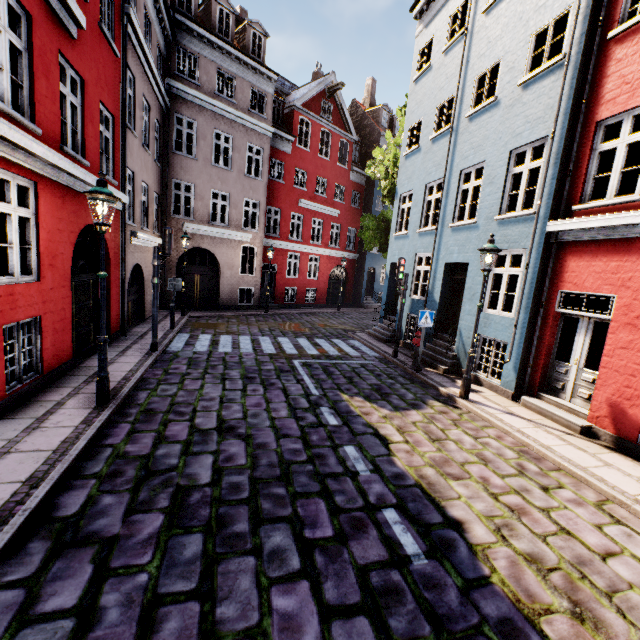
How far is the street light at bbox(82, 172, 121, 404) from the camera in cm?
519

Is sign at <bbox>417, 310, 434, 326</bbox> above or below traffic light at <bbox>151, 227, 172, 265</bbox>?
below

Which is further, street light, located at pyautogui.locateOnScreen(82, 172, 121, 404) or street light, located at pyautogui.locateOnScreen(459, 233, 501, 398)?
street light, located at pyautogui.locateOnScreen(459, 233, 501, 398)

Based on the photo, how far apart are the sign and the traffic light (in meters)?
7.30

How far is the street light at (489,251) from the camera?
7.3m

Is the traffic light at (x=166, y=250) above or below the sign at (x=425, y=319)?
above

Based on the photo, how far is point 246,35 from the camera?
17.5 meters

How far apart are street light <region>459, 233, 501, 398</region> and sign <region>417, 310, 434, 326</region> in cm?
177
